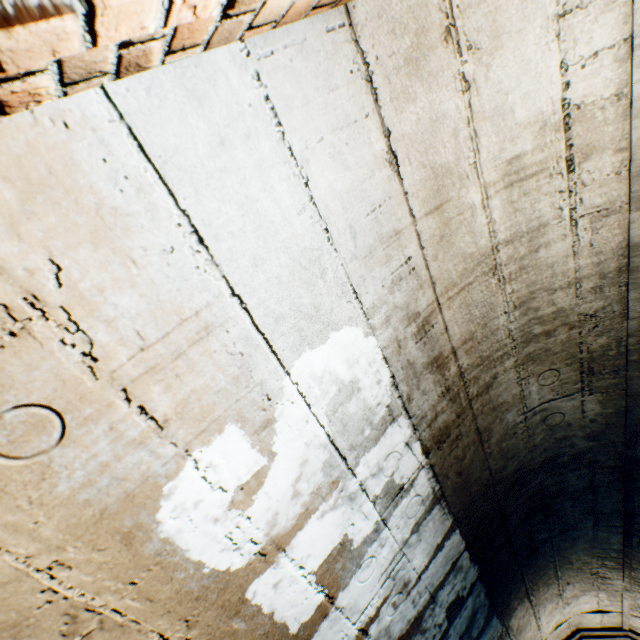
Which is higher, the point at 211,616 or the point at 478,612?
the point at 478,612
